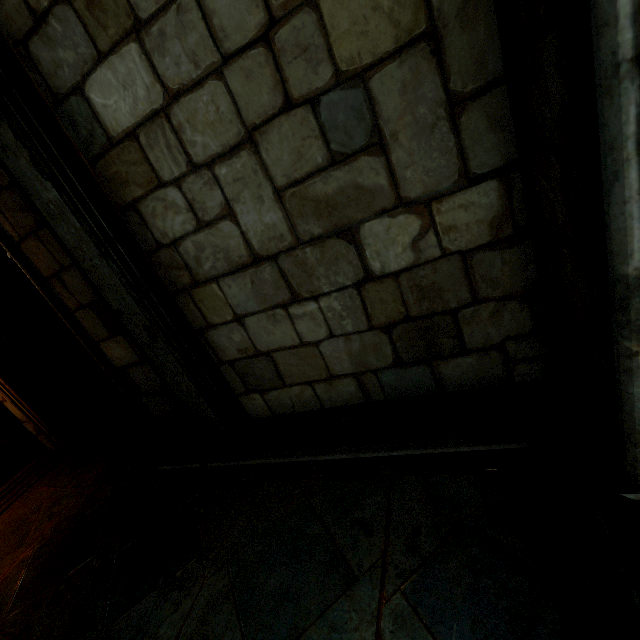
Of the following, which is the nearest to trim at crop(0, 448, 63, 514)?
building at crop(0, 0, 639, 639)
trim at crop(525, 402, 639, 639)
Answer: building at crop(0, 0, 639, 639)

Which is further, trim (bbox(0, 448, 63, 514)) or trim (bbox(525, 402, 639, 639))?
trim (bbox(0, 448, 63, 514))

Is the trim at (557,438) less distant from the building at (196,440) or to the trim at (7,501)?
the building at (196,440)

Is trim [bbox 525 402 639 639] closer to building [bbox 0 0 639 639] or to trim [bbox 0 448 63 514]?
building [bbox 0 0 639 639]

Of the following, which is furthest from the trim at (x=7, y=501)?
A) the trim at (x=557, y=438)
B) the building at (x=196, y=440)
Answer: the trim at (x=557, y=438)

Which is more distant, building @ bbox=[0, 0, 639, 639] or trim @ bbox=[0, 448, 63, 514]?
trim @ bbox=[0, 448, 63, 514]

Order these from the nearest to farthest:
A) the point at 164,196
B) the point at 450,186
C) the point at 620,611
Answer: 1. the point at 620,611
2. the point at 450,186
3. the point at 164,196
